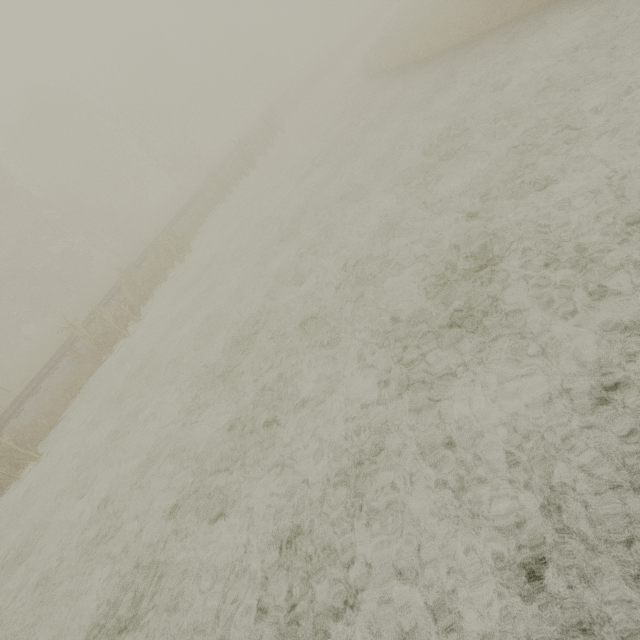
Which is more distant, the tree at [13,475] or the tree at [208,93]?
the tree at [208,93]

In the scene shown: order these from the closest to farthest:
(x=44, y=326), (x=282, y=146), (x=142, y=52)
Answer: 1. (x=282, y=146)
2. (x=44, y=326)
3. (x=142, y=52)

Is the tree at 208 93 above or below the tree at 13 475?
above

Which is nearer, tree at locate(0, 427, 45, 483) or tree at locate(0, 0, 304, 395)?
tree at locate(0, 427, 45, 483)

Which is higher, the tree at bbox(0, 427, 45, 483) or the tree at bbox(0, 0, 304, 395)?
the tree at bbox(0, 0, 304, 395)
